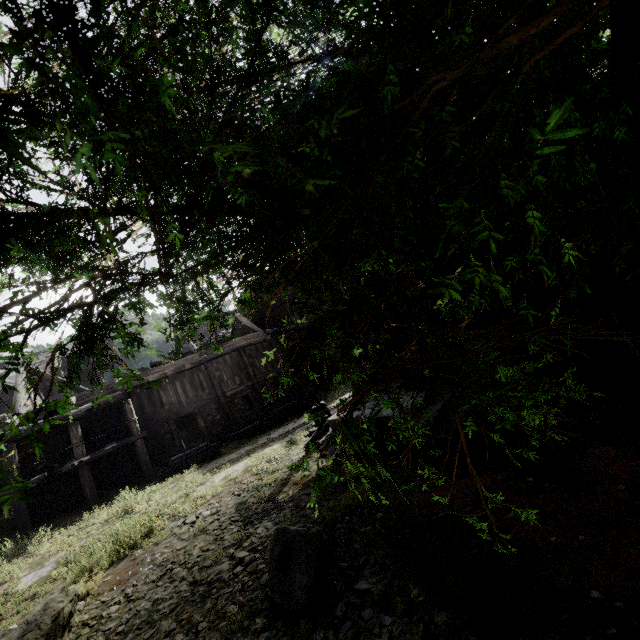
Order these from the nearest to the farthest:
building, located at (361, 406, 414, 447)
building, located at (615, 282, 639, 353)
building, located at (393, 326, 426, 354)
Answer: building, located at (361, 406, 414, 447), building, located at (615, 282, 639, 353), building, located at (393, 326, 426, 354)

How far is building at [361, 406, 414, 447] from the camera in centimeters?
912cm

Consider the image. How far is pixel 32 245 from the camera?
1.9 meters

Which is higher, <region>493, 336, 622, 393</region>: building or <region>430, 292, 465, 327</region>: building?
<region>430, 292, 465, 327</region>: building

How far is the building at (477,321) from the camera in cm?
873

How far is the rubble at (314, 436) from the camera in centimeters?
1172cm
